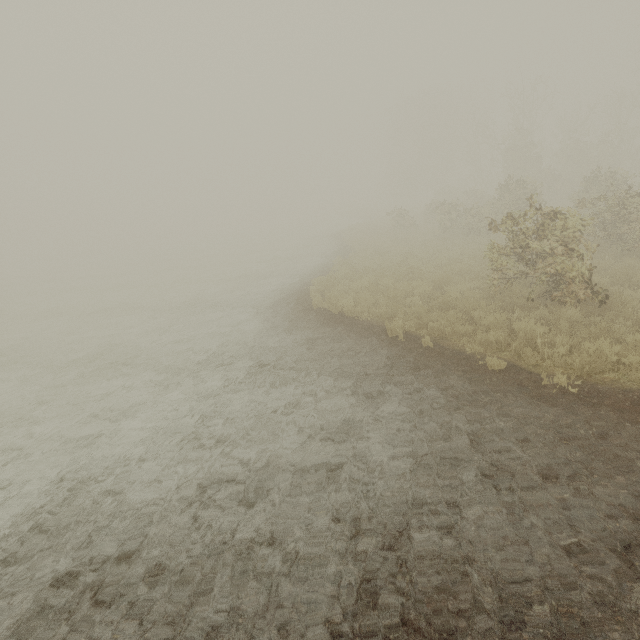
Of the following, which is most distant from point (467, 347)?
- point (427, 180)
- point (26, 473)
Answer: point (427, 180)
